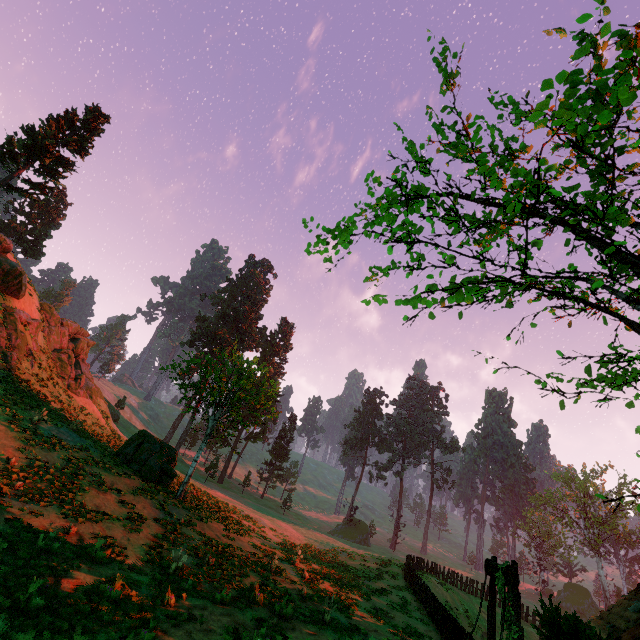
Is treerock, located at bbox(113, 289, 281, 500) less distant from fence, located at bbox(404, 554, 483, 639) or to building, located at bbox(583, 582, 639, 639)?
building, located at bbox(583, 582, 639, 639)

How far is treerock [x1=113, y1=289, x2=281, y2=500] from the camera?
19.67m

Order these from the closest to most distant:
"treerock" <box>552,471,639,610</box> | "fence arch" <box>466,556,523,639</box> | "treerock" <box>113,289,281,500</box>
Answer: "fence arch" <box>466,556,523,639</box>
"treerock" <box>113,289,281,500</box>
"treerock" <box>552,471,639,610</box>

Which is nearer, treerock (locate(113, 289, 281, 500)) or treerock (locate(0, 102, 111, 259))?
treerock (locate(113, 289, 281, 500))

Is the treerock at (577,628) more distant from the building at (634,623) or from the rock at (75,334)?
the rock at (75,334)

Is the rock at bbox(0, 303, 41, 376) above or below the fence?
above

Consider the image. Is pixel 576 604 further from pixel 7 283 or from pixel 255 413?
pixel 7 283

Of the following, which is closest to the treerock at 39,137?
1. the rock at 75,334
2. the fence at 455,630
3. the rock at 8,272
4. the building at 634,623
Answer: the building at 634,623
